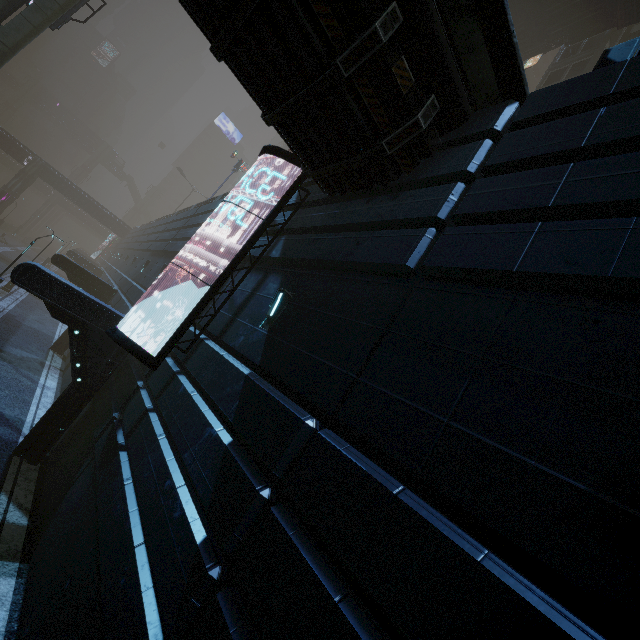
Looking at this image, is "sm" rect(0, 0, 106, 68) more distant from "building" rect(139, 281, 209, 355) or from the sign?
the sign

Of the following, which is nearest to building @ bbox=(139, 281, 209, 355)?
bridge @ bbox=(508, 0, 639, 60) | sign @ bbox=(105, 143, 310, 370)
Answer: sign @ bbox=(105, 143, 310, 370)

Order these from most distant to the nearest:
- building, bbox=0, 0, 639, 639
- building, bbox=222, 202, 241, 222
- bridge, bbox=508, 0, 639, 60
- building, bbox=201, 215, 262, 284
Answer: bridge, bbox=508, 0, 639, 60, building, bbox=222, 202, 241, 222, building, bbox=201, 215, 262, 284, building, bbox=0, 0, 639, 639

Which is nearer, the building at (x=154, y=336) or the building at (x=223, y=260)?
the building at (x=154, y=336)

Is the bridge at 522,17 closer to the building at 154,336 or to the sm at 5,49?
the building at 154,336

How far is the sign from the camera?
7.4m

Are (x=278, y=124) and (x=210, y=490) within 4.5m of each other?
no

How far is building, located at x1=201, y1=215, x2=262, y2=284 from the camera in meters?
9.8
